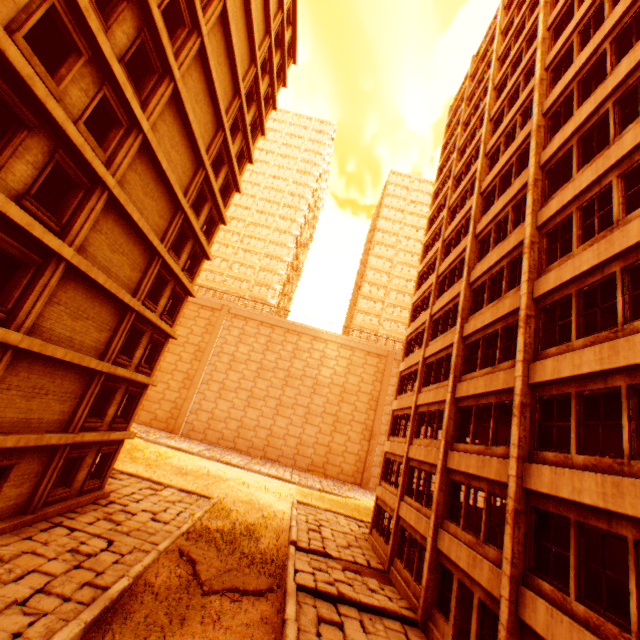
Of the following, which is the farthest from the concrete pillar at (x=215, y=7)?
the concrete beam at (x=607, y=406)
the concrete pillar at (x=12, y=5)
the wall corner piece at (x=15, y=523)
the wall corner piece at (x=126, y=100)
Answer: the wall corner piece at (x=15, y=523)

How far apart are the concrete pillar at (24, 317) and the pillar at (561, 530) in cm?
2092

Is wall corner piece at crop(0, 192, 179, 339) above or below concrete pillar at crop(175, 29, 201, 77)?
below

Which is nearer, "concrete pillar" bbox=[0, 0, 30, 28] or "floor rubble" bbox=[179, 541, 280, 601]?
"concrete pillar" bbox=[0, 0, 30, 28]

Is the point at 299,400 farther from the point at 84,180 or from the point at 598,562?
the point at 84,180

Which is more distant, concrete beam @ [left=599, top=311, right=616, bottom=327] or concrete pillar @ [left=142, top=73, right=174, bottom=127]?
concrete pillar @ [left=142, top=73, right=174, bottom=127]

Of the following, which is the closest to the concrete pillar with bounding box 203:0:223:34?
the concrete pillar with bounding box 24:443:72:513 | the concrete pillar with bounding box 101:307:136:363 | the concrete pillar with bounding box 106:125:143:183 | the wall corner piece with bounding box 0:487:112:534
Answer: the concrete pillar with bounding box 106:125:143:183

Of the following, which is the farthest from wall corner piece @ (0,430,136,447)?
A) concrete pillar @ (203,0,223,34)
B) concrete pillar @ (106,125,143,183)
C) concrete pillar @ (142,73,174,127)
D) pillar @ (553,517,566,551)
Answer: pillar @ (553,517,566,551)
